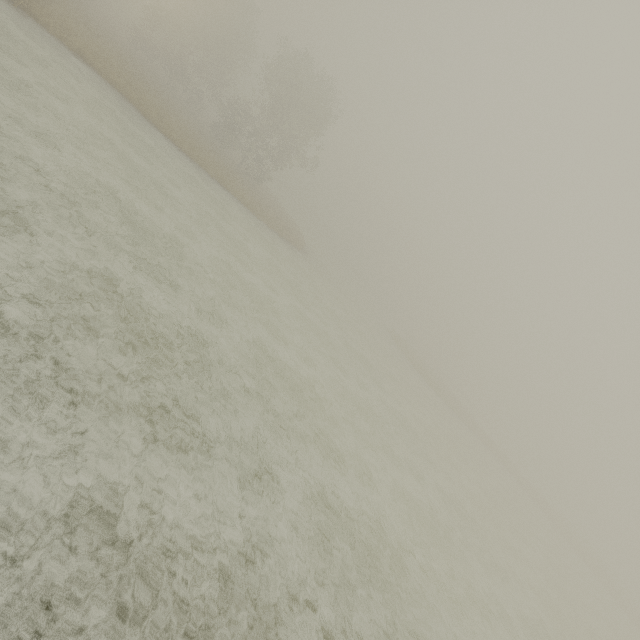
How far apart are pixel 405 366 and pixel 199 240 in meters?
28.8 m
